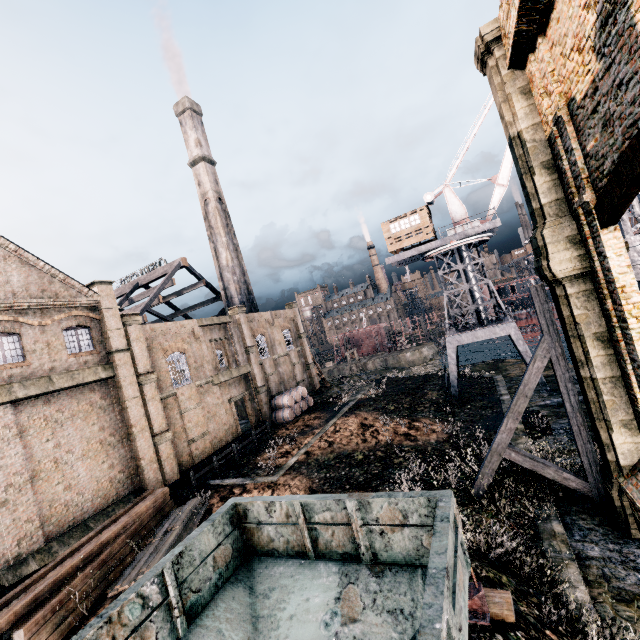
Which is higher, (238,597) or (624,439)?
(238,597)

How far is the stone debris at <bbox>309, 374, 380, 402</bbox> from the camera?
40.8m

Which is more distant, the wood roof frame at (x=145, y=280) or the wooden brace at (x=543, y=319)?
the wood roof frame at (x=145, y=280)

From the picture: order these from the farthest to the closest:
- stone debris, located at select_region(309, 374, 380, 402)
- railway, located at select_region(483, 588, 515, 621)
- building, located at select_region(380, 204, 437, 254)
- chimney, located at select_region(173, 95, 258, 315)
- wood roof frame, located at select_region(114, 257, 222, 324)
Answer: chimney, located at select_region(173, 95, 258, 315), stone debris, located at select_region(309, 374, 380, 402), wood roof frame, located at select_region(114, 257, 222, 324), building, located at select_region(380, 204, 437, 254), railway, located at select_region(483, 588, 515, 621)

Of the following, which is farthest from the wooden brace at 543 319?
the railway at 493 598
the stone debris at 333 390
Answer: the stone debris at 333 390

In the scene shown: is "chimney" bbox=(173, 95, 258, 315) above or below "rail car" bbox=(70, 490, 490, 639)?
above

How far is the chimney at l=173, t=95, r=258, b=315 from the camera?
42.8m

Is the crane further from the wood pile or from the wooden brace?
the wood pile
